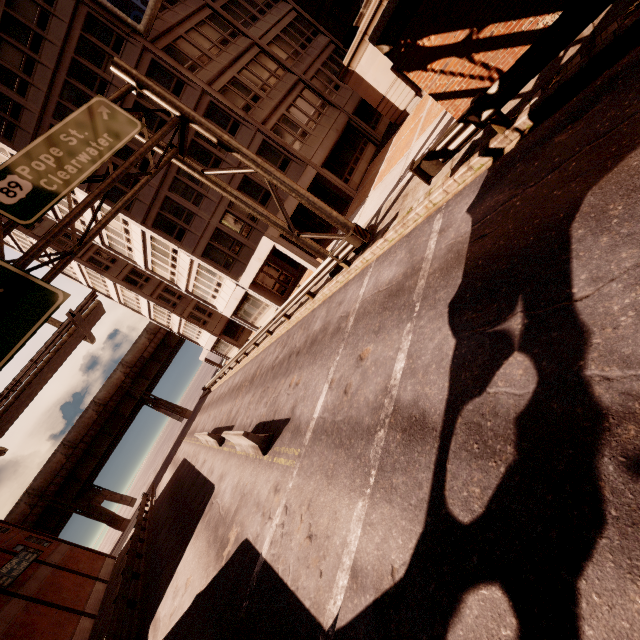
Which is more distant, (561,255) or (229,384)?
(229,384)

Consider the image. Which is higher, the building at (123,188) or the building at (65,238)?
the building at (65,238)

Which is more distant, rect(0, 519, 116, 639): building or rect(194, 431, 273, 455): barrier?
rect(0, 519, 116, 639): building

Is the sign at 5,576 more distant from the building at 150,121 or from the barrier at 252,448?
the barrier at 252,448

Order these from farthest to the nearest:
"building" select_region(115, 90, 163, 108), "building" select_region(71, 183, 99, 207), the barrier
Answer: "building" select_region(71, 183, 99, 207) → "building" select_region(115, 90, 163, 108) → the barrier

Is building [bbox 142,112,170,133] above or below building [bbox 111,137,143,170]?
below

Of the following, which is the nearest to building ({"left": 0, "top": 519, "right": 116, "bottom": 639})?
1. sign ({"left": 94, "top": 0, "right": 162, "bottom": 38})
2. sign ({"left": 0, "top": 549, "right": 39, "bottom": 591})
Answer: sign ({"left": 0, "top": 549, "right": 39, "bottom": 591})

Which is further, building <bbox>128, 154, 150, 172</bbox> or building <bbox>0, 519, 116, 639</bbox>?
building <bbox>0, 519, 116, 639</bbox>
